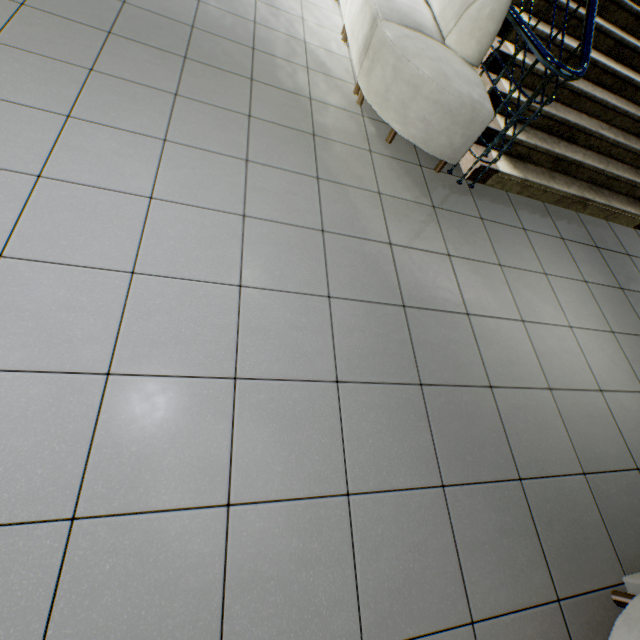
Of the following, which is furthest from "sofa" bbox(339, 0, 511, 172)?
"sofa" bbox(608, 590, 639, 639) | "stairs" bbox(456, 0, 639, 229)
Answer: "sofa" bbox(608, 590, 639, 639)

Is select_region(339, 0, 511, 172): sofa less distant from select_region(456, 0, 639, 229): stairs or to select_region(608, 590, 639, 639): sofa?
select_region(456, 0, 639, 229): stairs

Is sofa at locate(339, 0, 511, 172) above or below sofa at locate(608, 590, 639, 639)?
above

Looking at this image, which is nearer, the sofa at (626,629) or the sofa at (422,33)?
the sofa at (626,629)

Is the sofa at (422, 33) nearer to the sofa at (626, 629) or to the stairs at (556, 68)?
the stairs at (556, 68)

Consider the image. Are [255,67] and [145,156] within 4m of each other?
yes

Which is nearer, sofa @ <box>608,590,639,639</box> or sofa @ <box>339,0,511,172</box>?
sofa @ <box>608,590,639,639</box>
